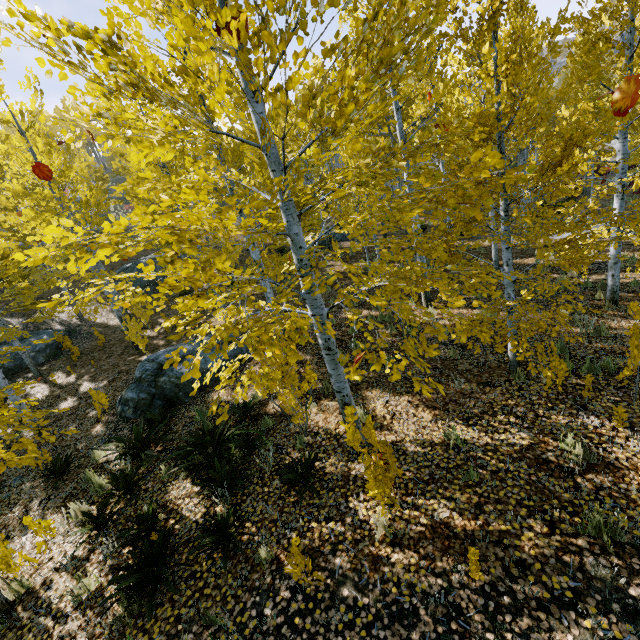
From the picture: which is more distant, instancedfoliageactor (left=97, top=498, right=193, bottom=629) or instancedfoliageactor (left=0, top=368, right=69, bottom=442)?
instancedfoliageactor (left=0, top=368, right=69, bottom=442)

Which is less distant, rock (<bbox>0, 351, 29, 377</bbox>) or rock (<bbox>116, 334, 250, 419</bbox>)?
rock (<bbox>116, 334, 250, 419</bbox>)

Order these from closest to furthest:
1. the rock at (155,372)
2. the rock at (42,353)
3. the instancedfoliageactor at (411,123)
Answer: the instancedfoliageactor at (411,123)
the rock at (155,372)
the rock at (42,353)

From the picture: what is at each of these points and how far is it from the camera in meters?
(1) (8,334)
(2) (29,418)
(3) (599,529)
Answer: (1) instancedfoliageactor, 12.0
(2) instancedfoliageactor, 4.9
(3) instancedfoliageactor, 3.4

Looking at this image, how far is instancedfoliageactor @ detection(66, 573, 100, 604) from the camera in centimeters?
421cm

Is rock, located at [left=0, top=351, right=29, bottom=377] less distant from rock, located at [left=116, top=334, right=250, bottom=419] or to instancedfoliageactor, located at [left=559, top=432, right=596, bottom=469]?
→ instancedfoliageactor, located at [left=559, top=432, right=596, bottom=469]

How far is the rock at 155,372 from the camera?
8.57m

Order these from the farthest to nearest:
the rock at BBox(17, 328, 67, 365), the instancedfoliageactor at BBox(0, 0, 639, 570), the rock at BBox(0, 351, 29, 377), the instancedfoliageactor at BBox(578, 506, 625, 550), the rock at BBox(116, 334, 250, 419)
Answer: the rock at BBox(17, 328, 67, 365) < the rock at BBox(0, 351, 29, 377) < the rock at BBox(116, 334, 250, 419) < the instancedfoliageactor at BBox(578, 506, 625, 550) < the instancedfoliageactor at BBox(0, 0, 639, 570)
